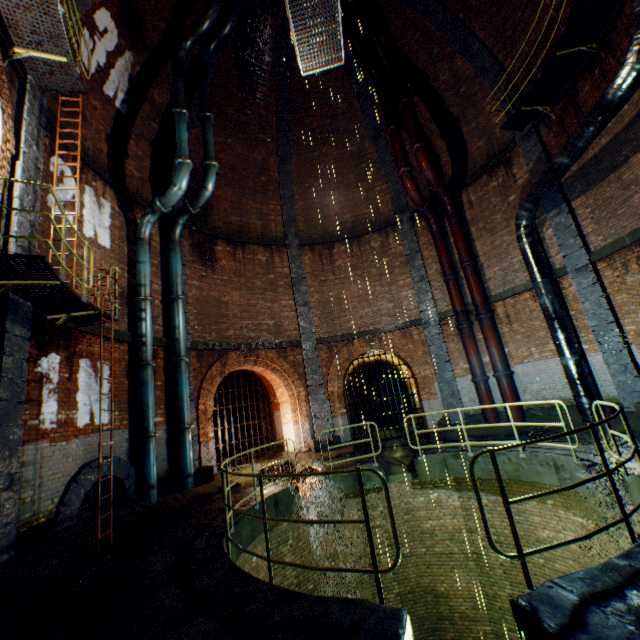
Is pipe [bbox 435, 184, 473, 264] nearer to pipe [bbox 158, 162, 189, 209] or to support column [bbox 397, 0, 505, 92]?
support column [bbox 397, 0, 505, 92]

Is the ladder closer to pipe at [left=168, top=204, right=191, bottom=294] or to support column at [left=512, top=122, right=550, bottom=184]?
pipe at [left=168, top=204, right=191, bottom=294]

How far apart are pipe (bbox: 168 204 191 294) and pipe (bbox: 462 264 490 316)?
9.6 meters

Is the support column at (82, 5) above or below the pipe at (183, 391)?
above

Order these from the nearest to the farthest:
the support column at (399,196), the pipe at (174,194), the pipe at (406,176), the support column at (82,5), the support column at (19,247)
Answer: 1. the support column at (19,247)
2. the support column at (82,5)
3. the pipe at (174,194)
4. the pipe at (406,176)
5. the support column at (399,196)

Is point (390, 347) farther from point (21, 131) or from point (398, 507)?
point (21, 131)

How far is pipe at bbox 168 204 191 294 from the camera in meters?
11.1

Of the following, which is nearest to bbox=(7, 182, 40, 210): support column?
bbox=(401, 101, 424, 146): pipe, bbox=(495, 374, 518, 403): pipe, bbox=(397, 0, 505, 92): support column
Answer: bbox=(397, 0, 505, 92): support column
